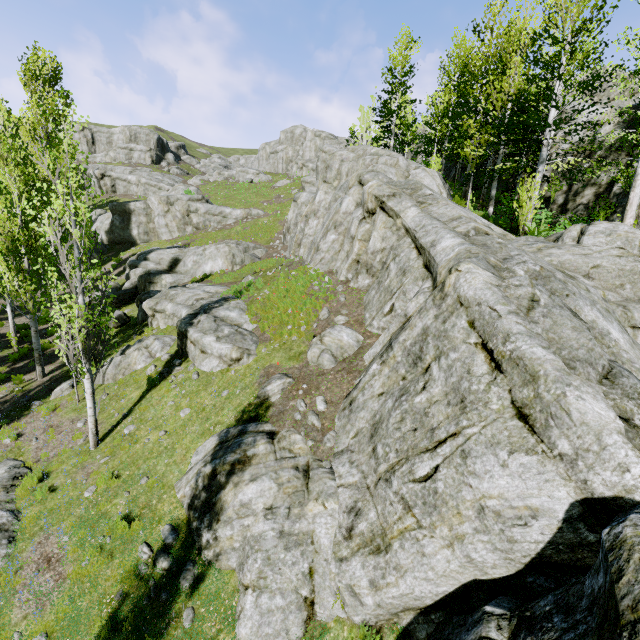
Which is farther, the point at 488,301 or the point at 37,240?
the point at 37,240

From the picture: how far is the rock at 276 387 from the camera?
9.7 meters

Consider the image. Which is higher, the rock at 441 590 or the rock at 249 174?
the rock at 249 174

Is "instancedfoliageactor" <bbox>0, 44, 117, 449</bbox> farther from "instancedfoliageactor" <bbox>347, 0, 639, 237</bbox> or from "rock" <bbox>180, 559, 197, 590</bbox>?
"instancedfoliageactor" <bbox>347, 0, 639, 237</bbox>

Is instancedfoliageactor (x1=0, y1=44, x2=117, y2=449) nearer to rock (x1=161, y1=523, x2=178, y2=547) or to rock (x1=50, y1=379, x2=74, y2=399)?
rock (x1=161, y1=523, x2=178, y2=547)

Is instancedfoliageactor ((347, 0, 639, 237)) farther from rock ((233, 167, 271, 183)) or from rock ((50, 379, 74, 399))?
rock ((50, 379, 74, 399))
